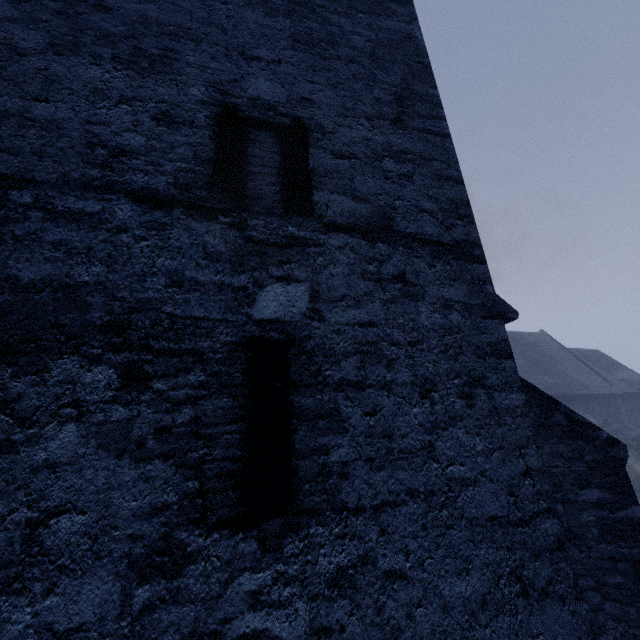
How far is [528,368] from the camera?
24.58m
